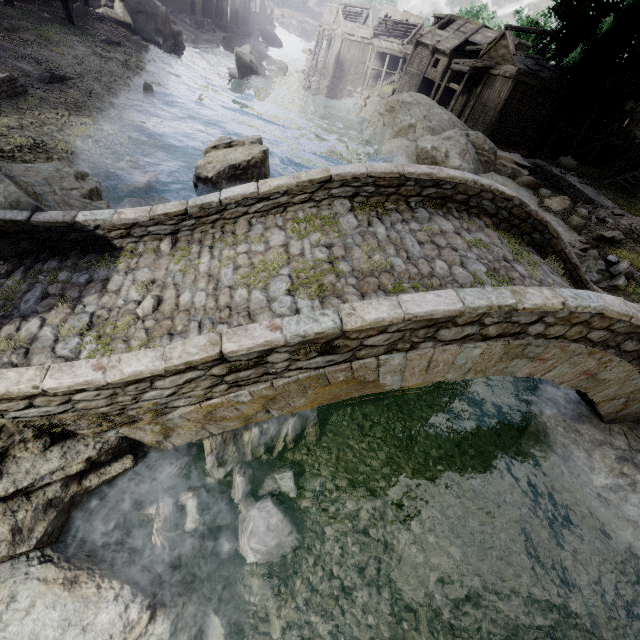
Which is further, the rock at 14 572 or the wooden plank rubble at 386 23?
the wooden plank rubble at 386 23

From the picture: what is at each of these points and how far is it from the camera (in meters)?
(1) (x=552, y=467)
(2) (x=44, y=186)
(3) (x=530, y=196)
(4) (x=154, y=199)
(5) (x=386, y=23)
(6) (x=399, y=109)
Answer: (1) rock, 7.84
(2) rock, 7.82
(3) rock, 18.77
(4) rubble, 11.03
(5) wooden plank rubble, 52.53
(6) rock, 30.97

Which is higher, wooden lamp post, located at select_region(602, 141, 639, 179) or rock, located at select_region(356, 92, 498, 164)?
wooden lamp post, located at select_region(602, 141, 639, 179)

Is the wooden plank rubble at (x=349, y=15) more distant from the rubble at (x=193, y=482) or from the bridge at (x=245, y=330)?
the rubble at (x=193, y=482)

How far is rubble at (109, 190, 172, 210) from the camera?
10.43m

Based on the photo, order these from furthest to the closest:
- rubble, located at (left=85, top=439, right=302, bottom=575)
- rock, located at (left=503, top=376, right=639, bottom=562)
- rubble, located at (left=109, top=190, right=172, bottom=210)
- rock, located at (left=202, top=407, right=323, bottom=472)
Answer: rubble, located at (left=109, top=190, right=172, bottom=210) < rock, located at (left=503, top=376, right=639, bottom=562) < rock, located at (left=202, top=407, right=323, bottom=472) < rubble, located at (left=85, top=439, right=302, bottom=575)

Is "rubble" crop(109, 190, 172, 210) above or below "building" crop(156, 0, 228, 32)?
above

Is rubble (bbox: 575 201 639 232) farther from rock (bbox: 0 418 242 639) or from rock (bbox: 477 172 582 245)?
rock (bbox: 0 418 242 639)
